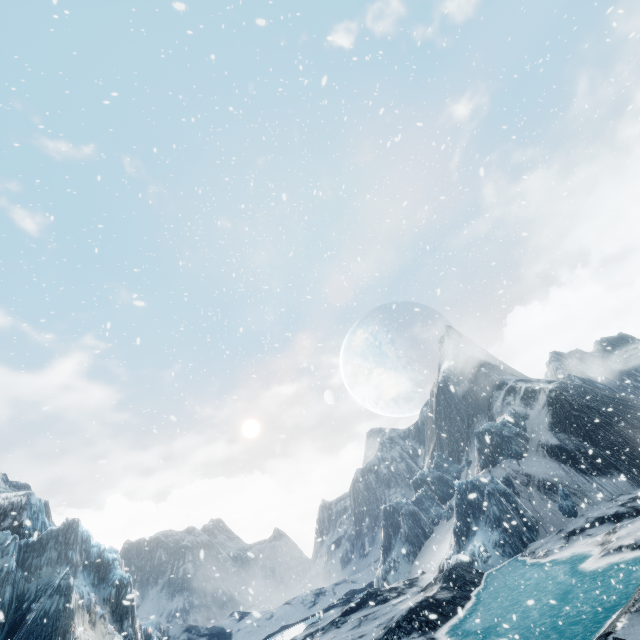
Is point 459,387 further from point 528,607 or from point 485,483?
point 528,607
